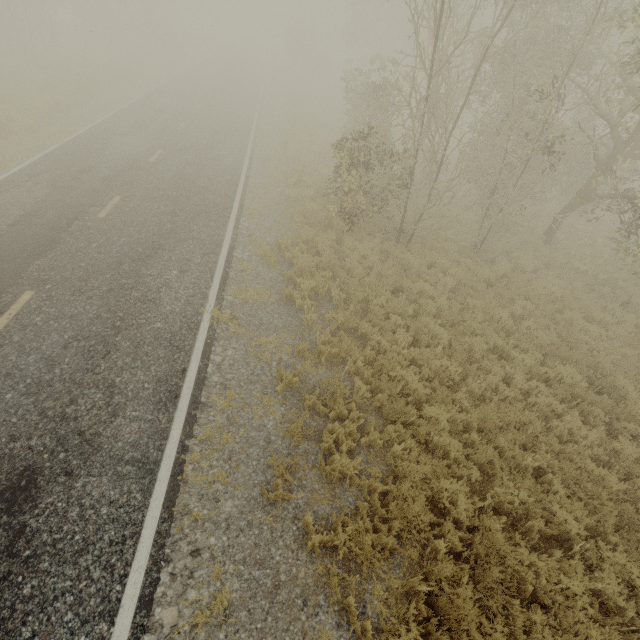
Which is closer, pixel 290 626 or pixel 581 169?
pixel 290 626

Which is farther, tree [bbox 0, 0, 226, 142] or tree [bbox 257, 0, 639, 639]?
tree [bbox 0, 0, 226, 142]

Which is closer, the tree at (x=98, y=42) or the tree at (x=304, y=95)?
the tree at (x=304, y=95)
